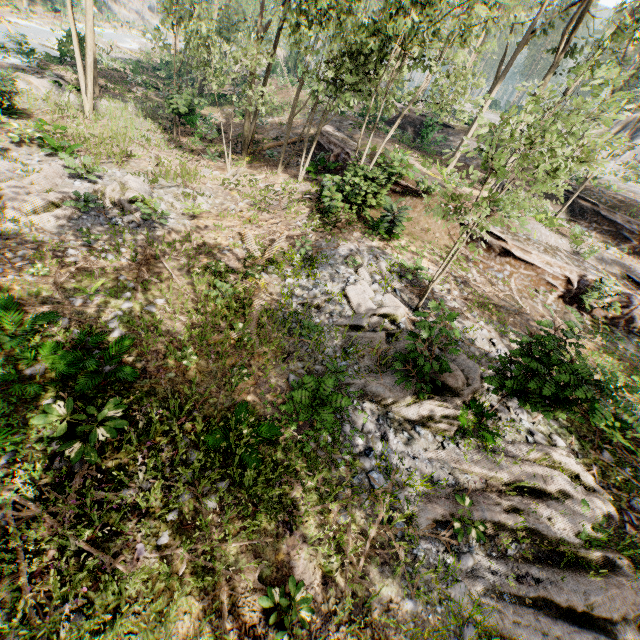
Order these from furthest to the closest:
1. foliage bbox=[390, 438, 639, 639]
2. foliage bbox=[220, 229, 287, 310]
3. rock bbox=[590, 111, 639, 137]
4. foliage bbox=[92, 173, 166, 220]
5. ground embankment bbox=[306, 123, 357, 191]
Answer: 1. rock bbox=[590, 111, 639, 137]
2. ground embankment bbox=[306, 123, 357, 191]
3. foliage bbox=[92, 173, 166, 220]
4. foliage bbox=[220, 229, 287, 310]
5. foliage bbox=[390, 438, 639, 639]

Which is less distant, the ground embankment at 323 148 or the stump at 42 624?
the stump at 42 624

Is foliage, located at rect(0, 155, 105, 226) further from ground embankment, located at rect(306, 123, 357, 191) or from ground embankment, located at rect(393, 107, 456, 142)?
ground embankment, located at rect(393, 107, 456, 142)

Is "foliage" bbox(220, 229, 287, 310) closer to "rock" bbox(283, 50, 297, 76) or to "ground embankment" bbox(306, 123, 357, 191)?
"ground embankment" bbox(306, 123, 357, 191)

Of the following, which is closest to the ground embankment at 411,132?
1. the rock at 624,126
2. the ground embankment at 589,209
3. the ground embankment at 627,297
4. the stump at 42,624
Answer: the ground embankment at 589,209

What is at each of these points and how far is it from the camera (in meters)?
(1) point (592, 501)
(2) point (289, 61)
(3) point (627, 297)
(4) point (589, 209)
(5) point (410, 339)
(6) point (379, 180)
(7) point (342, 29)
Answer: (1) foliage, 7.03
(2) rock, 41.38
(3) ground embankment, 14.34
(4) ground embankment, 22.38
(5) foliage, 7.73
(6) ground embankment, 15.20
(7) foliage, 12.91

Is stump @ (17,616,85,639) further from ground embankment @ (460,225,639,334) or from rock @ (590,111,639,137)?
rock @ (590,111,639,137)

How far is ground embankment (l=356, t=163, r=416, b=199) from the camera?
14.6 meters
